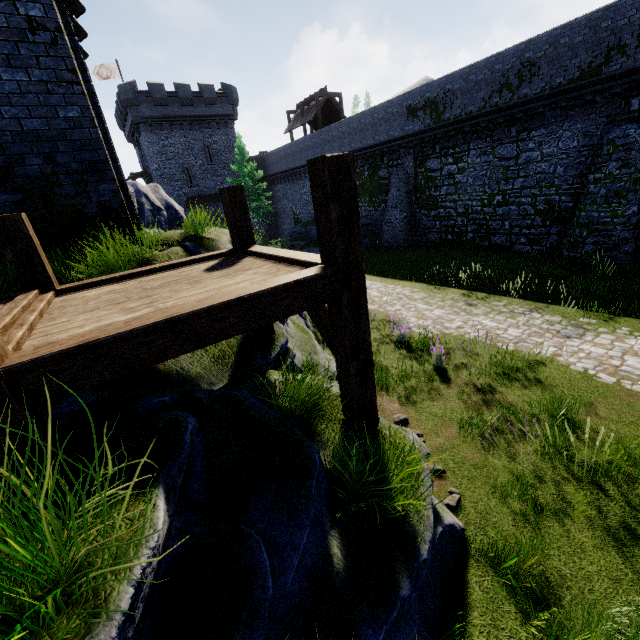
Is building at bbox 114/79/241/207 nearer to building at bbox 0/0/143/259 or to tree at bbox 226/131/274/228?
tree at bbox 226/131/274/228

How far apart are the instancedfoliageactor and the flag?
47.1 meters

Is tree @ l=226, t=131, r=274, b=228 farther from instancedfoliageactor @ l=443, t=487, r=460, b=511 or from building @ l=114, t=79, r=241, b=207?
instancedfoliageactor @ l=443, t=487, r=460, b=511

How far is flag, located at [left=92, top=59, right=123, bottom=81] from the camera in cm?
3434

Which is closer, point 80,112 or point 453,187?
point 80,112

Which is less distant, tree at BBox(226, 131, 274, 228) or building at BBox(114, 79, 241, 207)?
tree at BBox(226, 131, 274, 228)

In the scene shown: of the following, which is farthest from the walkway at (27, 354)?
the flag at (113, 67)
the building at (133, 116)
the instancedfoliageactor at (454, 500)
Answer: the flag at (113, 67)

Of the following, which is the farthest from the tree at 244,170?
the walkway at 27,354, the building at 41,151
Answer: the walkway at 27,354
